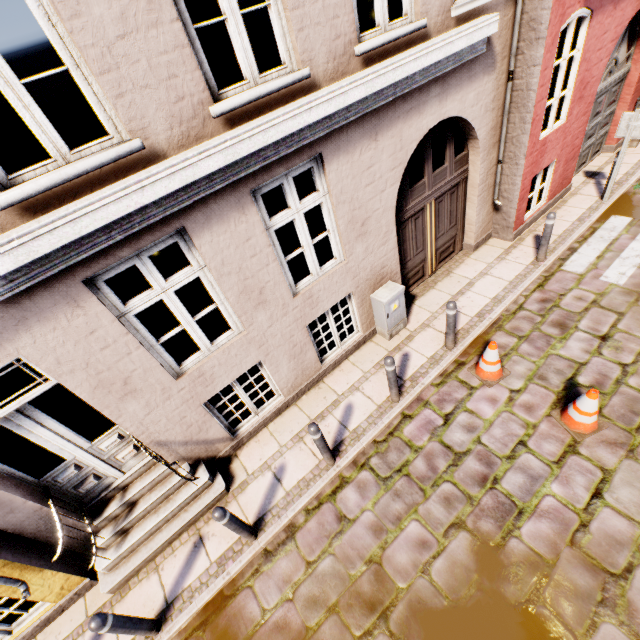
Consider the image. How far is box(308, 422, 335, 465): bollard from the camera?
4.29m

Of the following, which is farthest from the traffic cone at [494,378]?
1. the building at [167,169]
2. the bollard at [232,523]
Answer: the bollard at [232,523]

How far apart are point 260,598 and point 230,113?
5.8m

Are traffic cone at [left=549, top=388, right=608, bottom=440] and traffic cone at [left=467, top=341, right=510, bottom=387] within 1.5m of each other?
yes

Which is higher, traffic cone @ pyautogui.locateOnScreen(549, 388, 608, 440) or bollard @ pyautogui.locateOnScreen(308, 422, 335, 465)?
bollard @ pyautogui.locateOnScreen(308, 422, 335, 465)

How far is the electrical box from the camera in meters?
5.9 m

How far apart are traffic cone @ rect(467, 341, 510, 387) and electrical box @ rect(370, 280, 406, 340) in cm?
147

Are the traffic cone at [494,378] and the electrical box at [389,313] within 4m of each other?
yes
